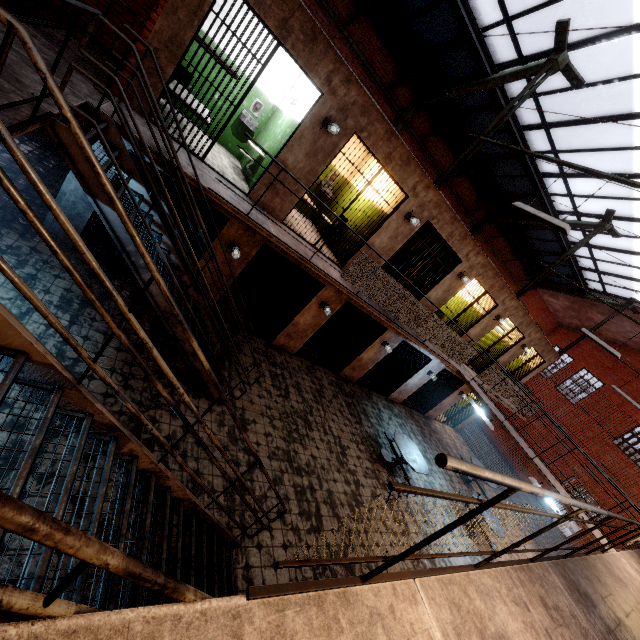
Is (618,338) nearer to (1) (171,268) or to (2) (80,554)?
(1) (171,268)

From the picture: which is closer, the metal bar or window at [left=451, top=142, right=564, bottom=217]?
the metal bar

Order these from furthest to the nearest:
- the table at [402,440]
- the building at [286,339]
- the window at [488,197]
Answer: the window at [488,197], the table at [402,440], the building at [286,339]

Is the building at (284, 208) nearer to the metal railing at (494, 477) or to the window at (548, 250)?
the metal railing at (494, 477)

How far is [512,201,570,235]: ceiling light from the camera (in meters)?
5.23

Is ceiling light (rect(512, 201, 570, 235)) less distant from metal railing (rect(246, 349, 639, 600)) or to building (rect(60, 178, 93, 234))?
metal railing (rect(246, 349, 639, 600))

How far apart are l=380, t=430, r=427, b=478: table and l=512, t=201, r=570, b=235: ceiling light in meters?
6.3 m

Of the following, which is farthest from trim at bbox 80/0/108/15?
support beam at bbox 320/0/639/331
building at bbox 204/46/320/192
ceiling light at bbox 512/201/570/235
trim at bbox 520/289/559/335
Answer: trim at bbox 520/289/559/335
